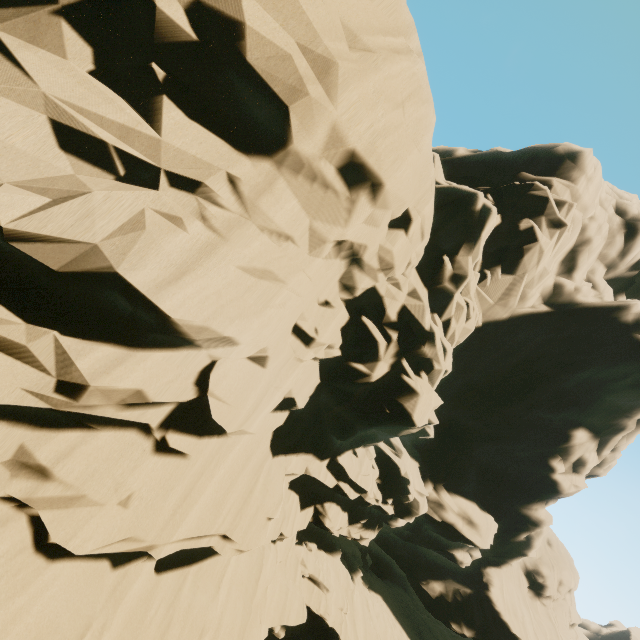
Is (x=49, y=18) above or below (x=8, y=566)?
above
